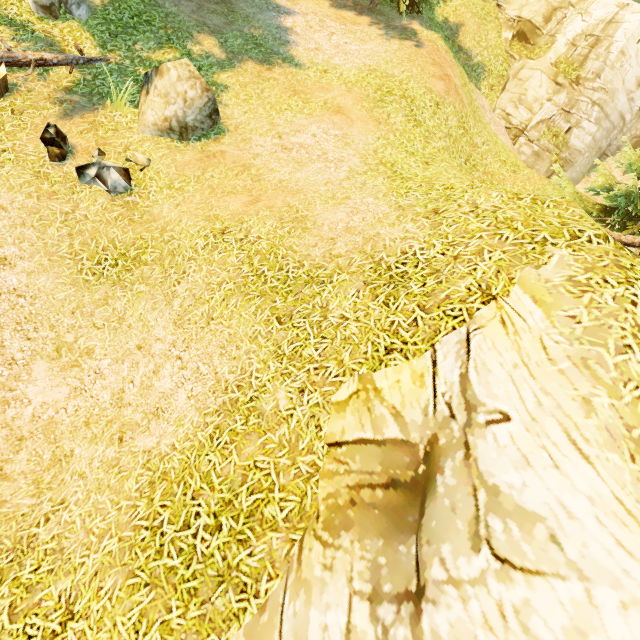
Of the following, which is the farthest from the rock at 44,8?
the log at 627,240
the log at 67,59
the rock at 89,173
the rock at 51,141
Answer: the log at 627,240

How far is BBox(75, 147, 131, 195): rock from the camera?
6.5 meters

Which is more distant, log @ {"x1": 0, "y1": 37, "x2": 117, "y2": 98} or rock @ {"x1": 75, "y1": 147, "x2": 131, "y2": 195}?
log @ {"x1": 0, "y1": 37, "x2": 117, "y2": 98}

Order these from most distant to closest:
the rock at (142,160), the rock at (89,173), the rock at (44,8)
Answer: the rock at (44,8), the rock at (142,160), the rock at (89,173)

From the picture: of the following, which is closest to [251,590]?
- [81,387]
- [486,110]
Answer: [81,387]

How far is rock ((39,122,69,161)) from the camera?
6.53m

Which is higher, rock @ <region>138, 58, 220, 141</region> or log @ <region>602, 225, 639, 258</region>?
log @ <region>602, 225, 639, 258</region>

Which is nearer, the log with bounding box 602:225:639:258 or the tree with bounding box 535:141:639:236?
the log with bounding box 602:225:639:258
